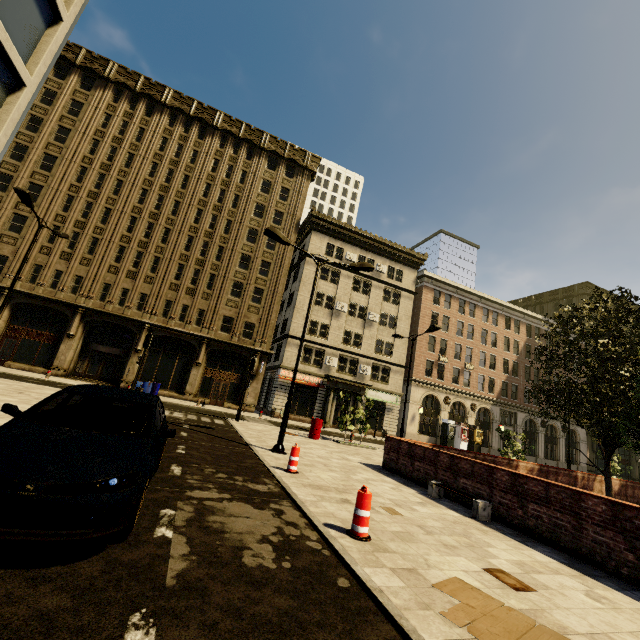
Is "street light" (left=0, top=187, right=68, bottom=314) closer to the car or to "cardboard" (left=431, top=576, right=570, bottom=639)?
the car

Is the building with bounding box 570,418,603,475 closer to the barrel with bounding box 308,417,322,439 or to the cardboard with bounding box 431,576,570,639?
the cardboard with bounding box 431,576,570,639

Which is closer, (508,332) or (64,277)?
(64,277)

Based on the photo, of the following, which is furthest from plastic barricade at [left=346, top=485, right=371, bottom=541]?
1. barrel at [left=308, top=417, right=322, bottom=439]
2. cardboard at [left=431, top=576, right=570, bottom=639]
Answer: barrel at [left=308, top=417, right=322, bottom=439]

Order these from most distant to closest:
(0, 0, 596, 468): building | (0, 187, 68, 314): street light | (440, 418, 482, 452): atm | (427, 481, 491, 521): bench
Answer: (440, 418, 482, 452): atm < (0, 0, 596, 468): building < (0, 187, 68, 314): street light < (427, 481, 491, 521): bench

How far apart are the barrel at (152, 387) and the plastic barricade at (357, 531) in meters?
25.2 m

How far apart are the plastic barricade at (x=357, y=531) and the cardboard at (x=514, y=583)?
1.6 meters

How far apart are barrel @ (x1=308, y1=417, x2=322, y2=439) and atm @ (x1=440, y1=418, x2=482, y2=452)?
24.5 meters
